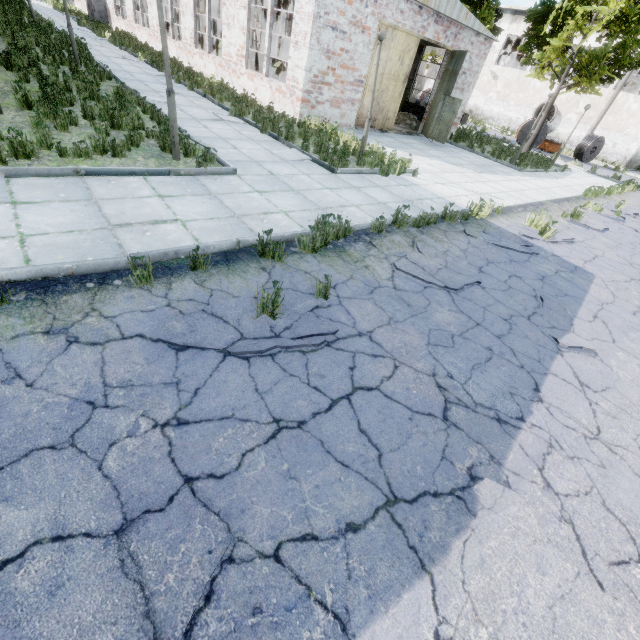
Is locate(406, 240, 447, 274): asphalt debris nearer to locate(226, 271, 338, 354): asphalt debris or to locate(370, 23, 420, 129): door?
locate(226, 271, 338, 354): asphalt debris

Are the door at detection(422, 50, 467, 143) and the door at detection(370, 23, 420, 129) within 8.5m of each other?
yes

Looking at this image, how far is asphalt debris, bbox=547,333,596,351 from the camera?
4.7m

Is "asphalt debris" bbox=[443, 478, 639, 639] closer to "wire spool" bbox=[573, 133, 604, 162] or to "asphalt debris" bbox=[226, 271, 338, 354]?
"asphalt debris" bbox=[226, 271, 338, 354]

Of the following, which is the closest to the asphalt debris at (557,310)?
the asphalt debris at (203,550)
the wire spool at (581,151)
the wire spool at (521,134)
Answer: the asphalt debris at (203,550)

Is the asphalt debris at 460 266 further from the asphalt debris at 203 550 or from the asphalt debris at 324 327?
the asphalt debris at 203 550

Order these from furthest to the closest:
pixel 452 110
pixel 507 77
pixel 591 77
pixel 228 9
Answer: pixel 507 77 < pixel 591 77 < pixel 452 110 < pixel 228 9

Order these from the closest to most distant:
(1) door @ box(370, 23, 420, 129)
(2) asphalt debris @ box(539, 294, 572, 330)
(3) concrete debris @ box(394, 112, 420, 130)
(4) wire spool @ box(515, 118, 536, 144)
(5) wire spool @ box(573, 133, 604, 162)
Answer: (2) asphalt debris @ box(539, 294, 572, 330) < (1) door @ box(370, 23, 420, 129) < (3) concrete debris @ box(394, 112, 420, 130) < (4) wire spool @ box(515, 118, 536, 144) < (5) wire spool @ box(573, 133, 604, 162)
